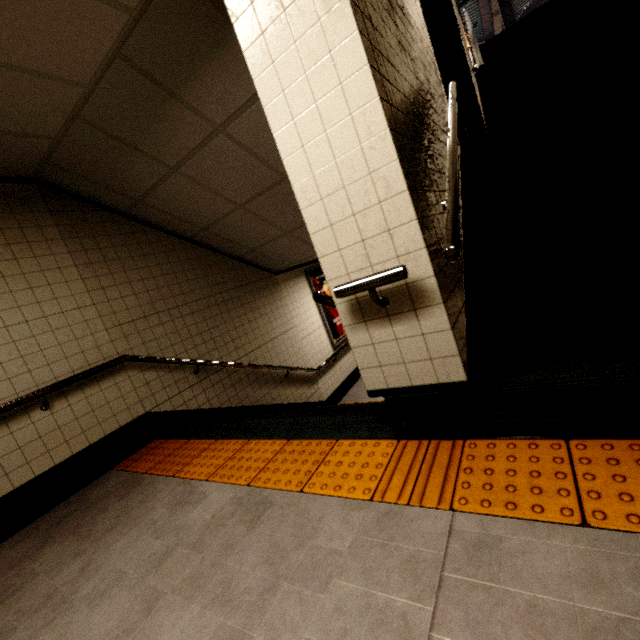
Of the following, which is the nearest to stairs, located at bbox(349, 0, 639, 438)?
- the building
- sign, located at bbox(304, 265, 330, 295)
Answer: the building

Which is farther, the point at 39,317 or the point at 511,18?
the point at 511,18

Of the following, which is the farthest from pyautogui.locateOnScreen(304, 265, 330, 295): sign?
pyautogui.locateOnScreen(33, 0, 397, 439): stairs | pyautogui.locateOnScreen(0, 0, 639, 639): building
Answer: pyautogui.locateOnScreen(0, 0, 639, 639): building

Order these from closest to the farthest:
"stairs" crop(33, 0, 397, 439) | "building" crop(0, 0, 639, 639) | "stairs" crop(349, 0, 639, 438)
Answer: "building" crop(0, 0, 639, 639) < "stairs" crop(349, 0, 639, 438) < "stairs" crop(33, 0, 397, 439)

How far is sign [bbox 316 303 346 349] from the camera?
6.8m

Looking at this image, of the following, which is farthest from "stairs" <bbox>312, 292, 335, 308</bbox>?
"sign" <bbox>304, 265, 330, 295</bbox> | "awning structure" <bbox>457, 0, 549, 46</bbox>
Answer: "awning structure" <bbox>457, 0, 549, 46</bbox>

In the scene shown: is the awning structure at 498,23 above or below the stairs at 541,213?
above

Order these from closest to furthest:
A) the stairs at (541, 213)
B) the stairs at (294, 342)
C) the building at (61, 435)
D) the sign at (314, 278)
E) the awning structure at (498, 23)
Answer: the building at (61, 435) → the stairs at (541, 213) → the stairs at (294, 342) → the sign at (314, 278) → the awning structure at (498, 23)
